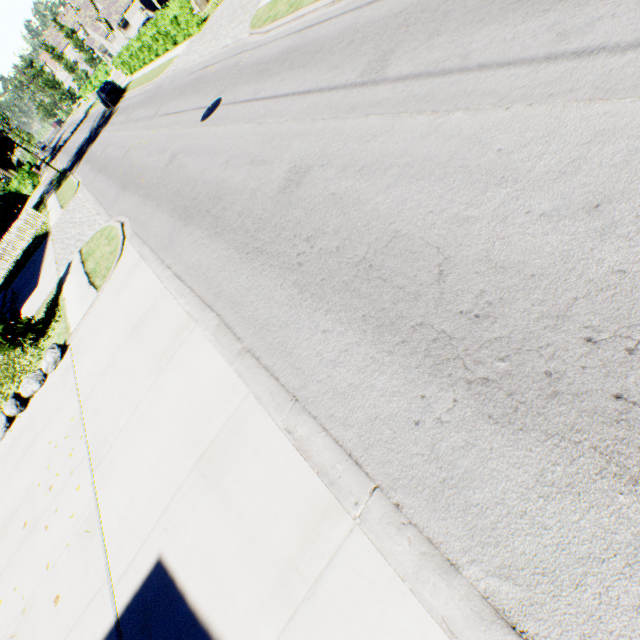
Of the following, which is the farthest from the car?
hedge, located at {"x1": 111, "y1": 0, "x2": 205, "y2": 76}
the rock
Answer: the rock

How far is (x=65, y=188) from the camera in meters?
24.9 m

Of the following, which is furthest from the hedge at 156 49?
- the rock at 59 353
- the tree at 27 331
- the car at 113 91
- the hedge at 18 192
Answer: the rock at 59 353

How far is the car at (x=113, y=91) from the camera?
29.9 meters

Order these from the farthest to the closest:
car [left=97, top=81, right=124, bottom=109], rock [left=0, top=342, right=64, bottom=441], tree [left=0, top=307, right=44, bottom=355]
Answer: car [left=97, top=81, right=124, bottom=109] → tree [left=0, top=307, right=44, bottom=355] → rock [left=0, top=342, right=64, bottom=441]

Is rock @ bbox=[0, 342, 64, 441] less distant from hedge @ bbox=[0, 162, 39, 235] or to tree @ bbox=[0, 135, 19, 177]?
tree @ bbox=[0, 135, 19, 177]

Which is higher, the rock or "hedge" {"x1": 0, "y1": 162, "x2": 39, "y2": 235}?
"hedge" {"x1": 0, "y1": 162, "x2": 39, "y2": 235}

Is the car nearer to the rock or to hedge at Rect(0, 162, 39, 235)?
hedge at Rect(0, 162, 39, 235)
